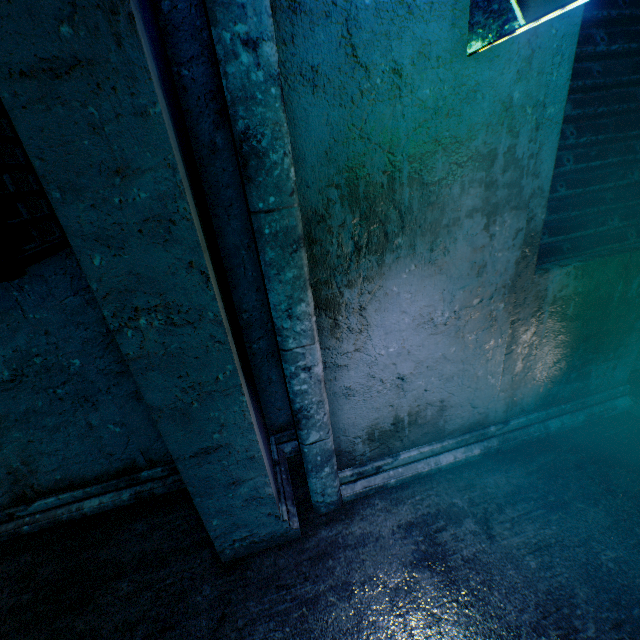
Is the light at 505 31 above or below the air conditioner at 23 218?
above

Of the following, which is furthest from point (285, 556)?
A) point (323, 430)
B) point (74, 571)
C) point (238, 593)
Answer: point (74, 571)

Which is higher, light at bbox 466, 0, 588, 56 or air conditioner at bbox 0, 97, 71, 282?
light at bbox 466, 0, 588, 56
